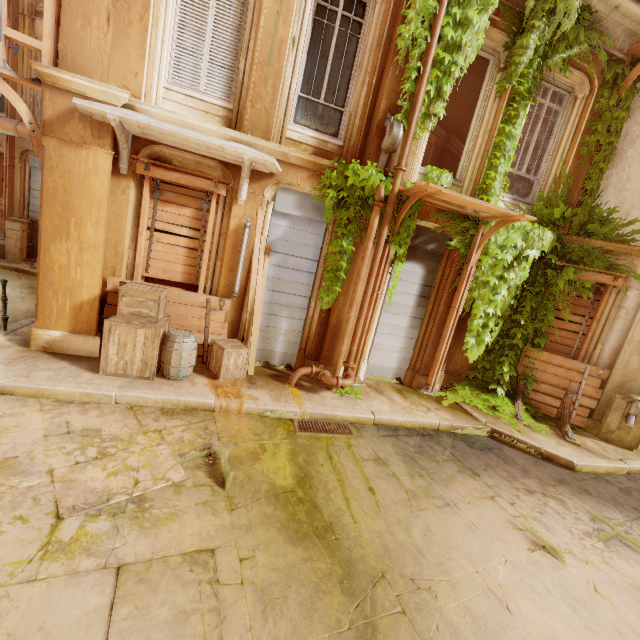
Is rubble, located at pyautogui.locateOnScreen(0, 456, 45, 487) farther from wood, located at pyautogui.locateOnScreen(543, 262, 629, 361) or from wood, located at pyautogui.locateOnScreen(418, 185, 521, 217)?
wood, located at pyautogui.locateOnScreen(543, 262, 629, 361)

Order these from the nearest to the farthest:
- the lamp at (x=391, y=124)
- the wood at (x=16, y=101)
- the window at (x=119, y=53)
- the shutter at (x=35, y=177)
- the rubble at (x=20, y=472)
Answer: the rubble at (x=20, y=472)
the wood at (x=16, y=101)
the window at (x=119, y=53)
the lamp at (x=391, y=124)
the shutter at (x=35, y=177)

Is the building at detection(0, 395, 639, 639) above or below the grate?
below

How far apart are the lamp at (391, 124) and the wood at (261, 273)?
2.4 meters

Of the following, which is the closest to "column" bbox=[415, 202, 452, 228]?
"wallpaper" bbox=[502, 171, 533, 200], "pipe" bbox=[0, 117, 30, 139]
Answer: "wallpaper" bbox=[502, 171, 533, 200]

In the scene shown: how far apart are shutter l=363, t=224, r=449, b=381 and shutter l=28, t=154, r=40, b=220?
13.3 meters

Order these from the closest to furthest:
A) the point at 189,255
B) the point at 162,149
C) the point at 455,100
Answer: the point at 162,149 < the point at 189,255 < the point at 455,100

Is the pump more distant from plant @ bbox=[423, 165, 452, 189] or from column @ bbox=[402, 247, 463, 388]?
column @ bbox=[402, 247, 463, 388]
